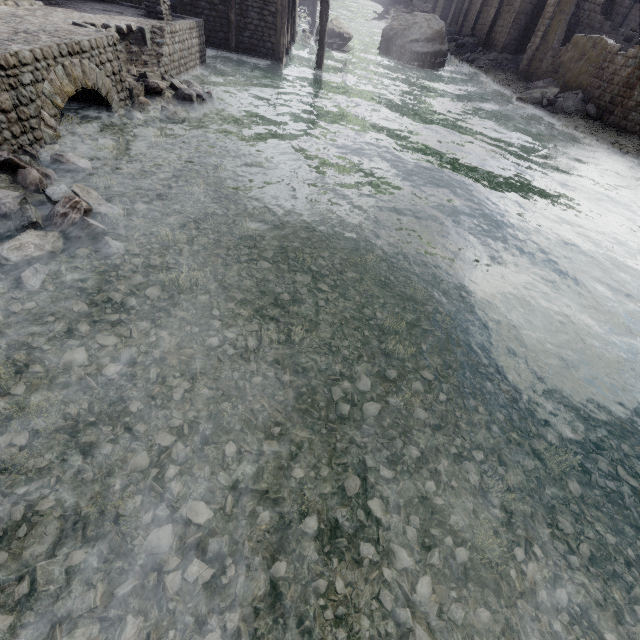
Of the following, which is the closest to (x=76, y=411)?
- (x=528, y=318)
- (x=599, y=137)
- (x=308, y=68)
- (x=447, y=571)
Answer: (x=447, y=571)

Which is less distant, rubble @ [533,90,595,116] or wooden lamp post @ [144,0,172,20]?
wooden lamp post @ [144,0,172,20]

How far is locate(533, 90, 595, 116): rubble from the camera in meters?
20.1 m

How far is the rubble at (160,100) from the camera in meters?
9.4 m

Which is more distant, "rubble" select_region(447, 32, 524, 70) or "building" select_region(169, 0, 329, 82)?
"rubble" select_region(447, 32, 524, 70)

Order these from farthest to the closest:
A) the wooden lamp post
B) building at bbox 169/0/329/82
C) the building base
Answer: building at bbox 169/0/329/82 → the wooden lamp post → the building base

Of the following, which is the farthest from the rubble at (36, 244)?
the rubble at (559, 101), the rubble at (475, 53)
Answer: the rubble at (475, 53)

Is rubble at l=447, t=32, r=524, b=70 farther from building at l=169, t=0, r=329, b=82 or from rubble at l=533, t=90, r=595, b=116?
rubble at l=533, t=90, r=595, b=116
